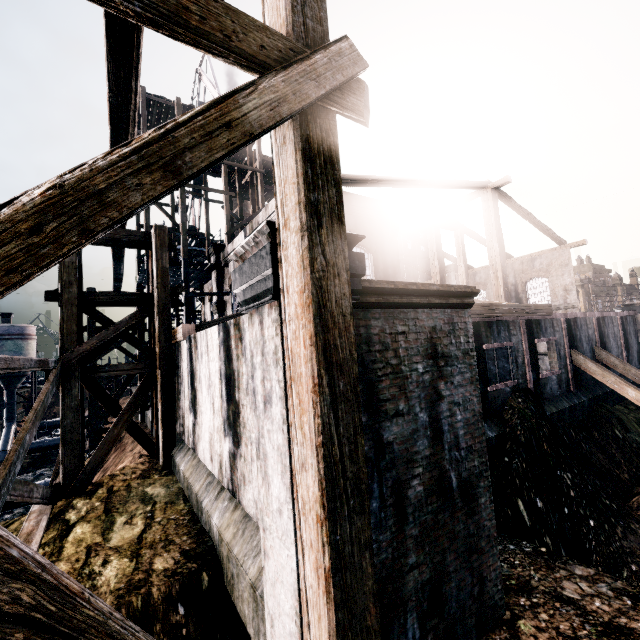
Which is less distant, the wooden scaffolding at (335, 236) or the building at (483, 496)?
the wooden scaffolding at (335, 236)

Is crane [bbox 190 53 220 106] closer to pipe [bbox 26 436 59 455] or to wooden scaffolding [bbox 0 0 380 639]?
wooden scaffolding [bbox 0 0 380 639]

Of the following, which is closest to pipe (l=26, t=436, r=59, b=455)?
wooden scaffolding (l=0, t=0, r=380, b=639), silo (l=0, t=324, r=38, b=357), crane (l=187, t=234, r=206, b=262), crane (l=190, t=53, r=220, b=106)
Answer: silo (l=0, t=324, r=38, b=357)

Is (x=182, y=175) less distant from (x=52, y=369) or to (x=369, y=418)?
(x=369, y=418)

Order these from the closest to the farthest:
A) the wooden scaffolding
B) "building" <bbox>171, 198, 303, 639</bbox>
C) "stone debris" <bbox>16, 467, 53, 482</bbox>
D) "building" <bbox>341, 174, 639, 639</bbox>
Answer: the wooden scaffolding → "building" <bbox>171, 198, 303, 639</bbox> → "building" <bbox>341, 174, 639, 639</bbox> → "stone debris" <bbox>16, 467, 53, 482</bbox>

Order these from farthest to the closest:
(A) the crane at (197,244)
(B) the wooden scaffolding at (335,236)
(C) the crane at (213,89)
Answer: (A) the crane at (197,244) < (C) the crane at (213,89) < (B) the wooden scaffolding at (335,236)

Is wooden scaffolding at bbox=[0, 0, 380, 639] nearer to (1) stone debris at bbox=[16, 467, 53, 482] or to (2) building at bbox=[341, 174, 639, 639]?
(2) building at bbox=[341, 174, 639, 639]

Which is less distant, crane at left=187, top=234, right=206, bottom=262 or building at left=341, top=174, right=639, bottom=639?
building at left=341, top=174, right=639, bottom=639
